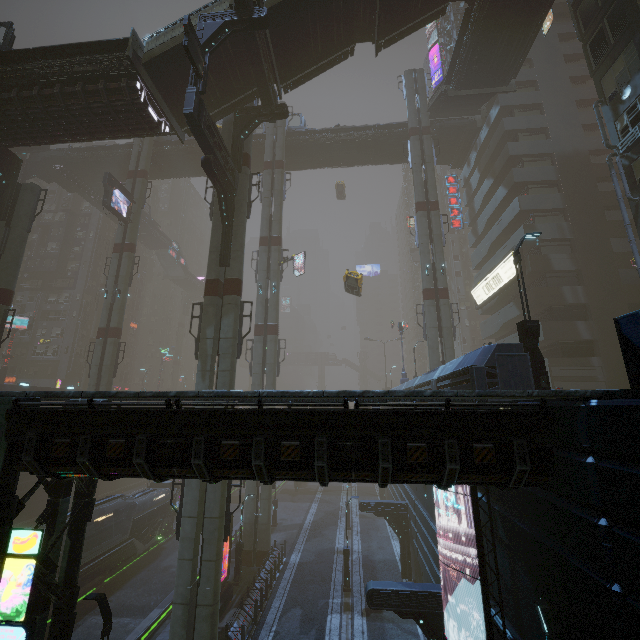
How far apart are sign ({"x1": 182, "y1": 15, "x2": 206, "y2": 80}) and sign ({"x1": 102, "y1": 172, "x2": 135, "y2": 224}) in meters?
20.3

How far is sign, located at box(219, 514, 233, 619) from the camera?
18.9m

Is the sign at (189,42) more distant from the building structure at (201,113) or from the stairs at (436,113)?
the stairs at (436,113)

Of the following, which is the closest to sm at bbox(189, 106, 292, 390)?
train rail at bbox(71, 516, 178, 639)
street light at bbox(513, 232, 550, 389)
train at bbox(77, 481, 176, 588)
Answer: train rail at bbox(71, 516, 178, 639)

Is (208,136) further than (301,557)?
No

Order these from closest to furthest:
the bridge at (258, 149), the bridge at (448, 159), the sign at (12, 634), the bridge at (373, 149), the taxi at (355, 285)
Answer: the sign at (12, 634), the taxi at (355, 285), the bridge at (448, 159), the bridge at (373, 149), the bridge at (258, 149)

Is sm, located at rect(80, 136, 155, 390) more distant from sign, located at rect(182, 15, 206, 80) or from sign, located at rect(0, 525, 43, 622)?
sign, located at rect(0, 525, 43, 622)

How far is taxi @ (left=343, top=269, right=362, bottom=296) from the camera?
27.23m
